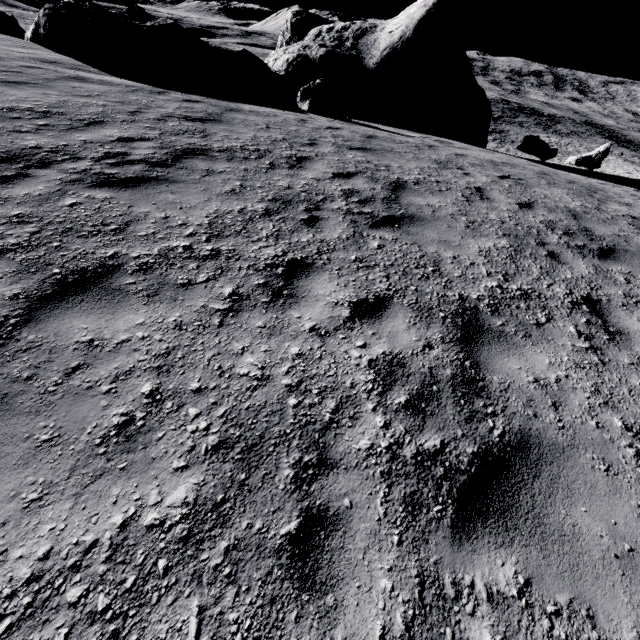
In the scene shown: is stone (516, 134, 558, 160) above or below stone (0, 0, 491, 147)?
below

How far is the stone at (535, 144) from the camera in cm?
1753

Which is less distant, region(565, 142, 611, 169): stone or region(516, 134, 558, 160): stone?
region(516, 134, 558, 160): stone

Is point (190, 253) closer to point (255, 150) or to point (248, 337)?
point (248, 337)

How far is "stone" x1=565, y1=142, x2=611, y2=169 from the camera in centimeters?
1866cm

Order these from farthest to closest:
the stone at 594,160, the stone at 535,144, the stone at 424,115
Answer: the stone at 594,160 → the stone at 535,144 → the stone at 424,115

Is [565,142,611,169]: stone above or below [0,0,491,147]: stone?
below

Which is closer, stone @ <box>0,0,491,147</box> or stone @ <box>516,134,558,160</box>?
stone @ <box>0,0,491,147</box>
